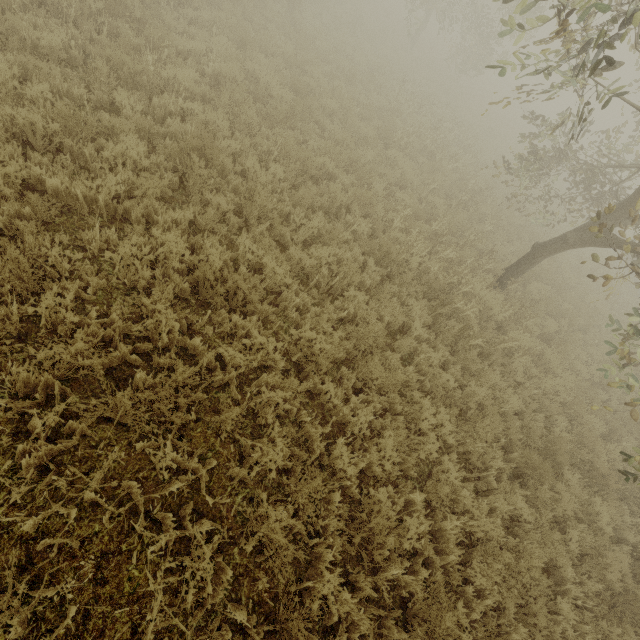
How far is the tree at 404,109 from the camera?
10.9m

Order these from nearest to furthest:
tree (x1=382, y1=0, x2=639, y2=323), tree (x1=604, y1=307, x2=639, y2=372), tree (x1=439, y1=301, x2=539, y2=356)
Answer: tree (x1=382, y1=0, x2=639, y2=323) → tree (x1=604, y1=307, x2=639, y2=372) → tree (x1=439, y1=301, x2=539, y2=356)

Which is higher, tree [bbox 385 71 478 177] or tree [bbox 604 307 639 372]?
tree [bbox 604 307 639 372]

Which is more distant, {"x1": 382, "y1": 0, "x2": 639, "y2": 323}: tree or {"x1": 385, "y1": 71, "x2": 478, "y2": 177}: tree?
{"x1": 385, "y1": 71, "x2": 478, "y2": 177}: tree

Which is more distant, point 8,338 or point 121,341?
point 121,341

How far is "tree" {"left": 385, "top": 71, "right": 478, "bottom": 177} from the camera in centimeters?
1085cm

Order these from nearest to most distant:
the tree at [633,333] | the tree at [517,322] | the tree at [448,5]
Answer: the tree at [448,5], the tree at [633,333], the tree at [517,322]
